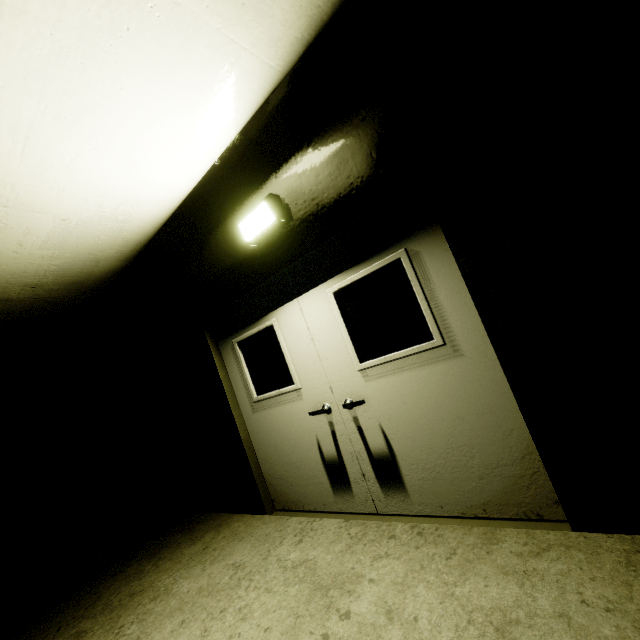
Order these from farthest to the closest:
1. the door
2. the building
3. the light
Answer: the light → the door → the building

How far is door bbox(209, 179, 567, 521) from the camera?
2.26m

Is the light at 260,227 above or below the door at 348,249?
above

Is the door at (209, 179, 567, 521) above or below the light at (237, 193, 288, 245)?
below

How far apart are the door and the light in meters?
0.3 m

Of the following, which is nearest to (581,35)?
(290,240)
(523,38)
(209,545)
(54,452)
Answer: (523,38)

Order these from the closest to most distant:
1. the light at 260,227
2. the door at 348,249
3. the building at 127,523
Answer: the building at 127,523, the door at 348,249, the light at 260,227

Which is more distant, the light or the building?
the light
